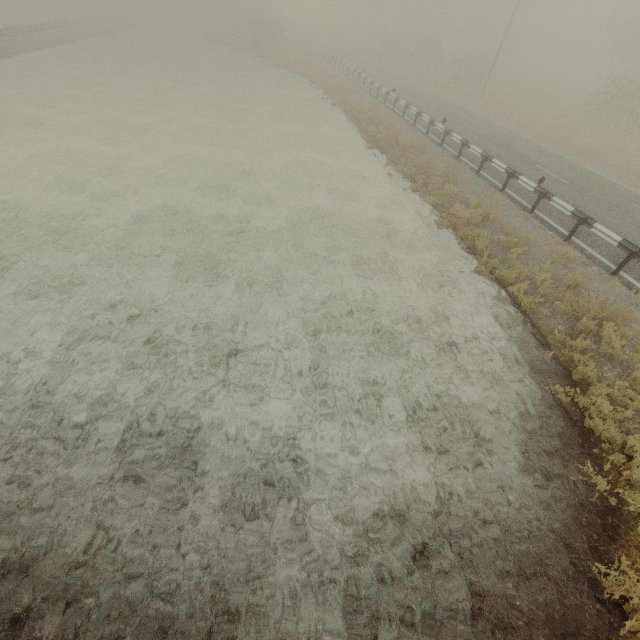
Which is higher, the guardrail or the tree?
the tree

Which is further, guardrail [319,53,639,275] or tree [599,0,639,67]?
tree [599,0,639,67]

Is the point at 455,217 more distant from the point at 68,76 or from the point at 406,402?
the point at 68,76

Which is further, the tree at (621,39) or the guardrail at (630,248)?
the tree at (621,39)

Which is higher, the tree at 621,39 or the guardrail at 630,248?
the tree at 621,39
